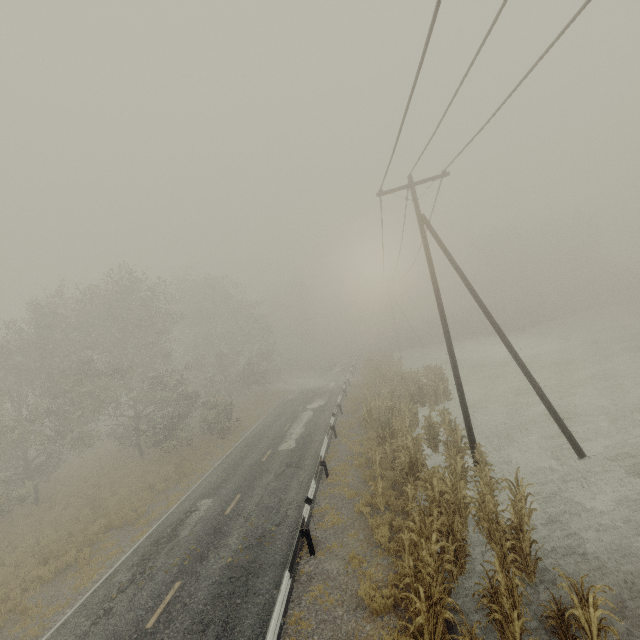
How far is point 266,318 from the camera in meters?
40.3

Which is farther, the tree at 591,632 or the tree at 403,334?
the tree at 403,334

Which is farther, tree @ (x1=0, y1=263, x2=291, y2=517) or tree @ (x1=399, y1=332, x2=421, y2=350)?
tree @ (x1=399, y1=332, x2=421, y2=350)

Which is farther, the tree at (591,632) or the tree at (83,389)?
the tree at (83,389)

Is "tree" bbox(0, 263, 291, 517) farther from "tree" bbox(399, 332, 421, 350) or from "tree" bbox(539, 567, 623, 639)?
"tree" bbox(399, 332, 421, 350)

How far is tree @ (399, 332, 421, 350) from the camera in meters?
53.3

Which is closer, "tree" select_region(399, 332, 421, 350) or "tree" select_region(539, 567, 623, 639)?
"tree" select_region(539, 567, 623, 639)

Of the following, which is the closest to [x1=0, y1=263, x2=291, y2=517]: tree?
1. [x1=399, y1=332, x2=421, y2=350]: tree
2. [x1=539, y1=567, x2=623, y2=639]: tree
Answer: [x1=539, y1=567, x2=623, y2=639]: tree
